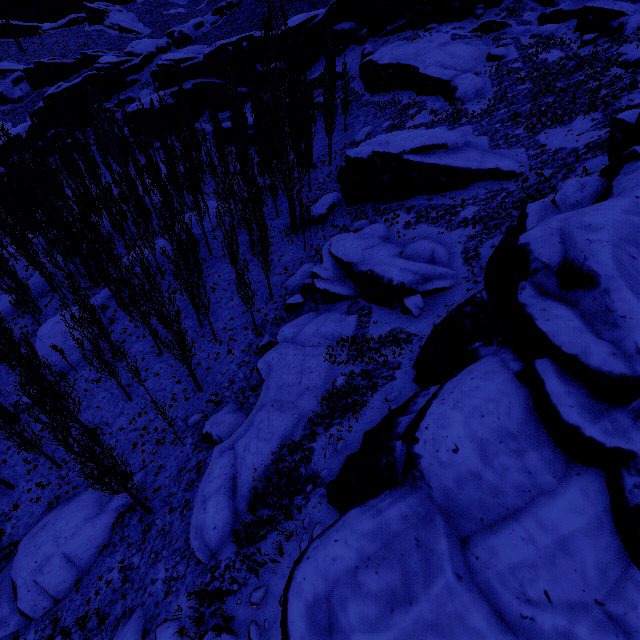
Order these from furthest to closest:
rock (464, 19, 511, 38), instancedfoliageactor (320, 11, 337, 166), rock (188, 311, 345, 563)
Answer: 1. rock (464, 19, 511, 38)
2. instancedfoliageactor (320, 11, 337, 166)
3. rock (188, 311, 345, 563)

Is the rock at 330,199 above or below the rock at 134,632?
above

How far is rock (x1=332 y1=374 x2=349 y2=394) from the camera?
15.10m

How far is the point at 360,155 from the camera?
28.7 meters

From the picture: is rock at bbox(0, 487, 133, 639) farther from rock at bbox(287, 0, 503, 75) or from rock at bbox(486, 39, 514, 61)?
rock at bbox(486, 39, 514, 61)

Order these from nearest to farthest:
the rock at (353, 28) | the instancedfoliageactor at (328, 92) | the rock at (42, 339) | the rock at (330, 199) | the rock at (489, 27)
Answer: the rock at (42, 339) → the rock at (330, 199) → the instancedfoliageactor at (328, 92) → the rock at (489, 27) → the rock at (353, 28)

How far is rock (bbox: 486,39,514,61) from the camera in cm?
3581

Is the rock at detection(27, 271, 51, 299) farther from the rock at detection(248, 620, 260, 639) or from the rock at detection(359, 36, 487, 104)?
the rock at detection(359, 36, 487, 104)
